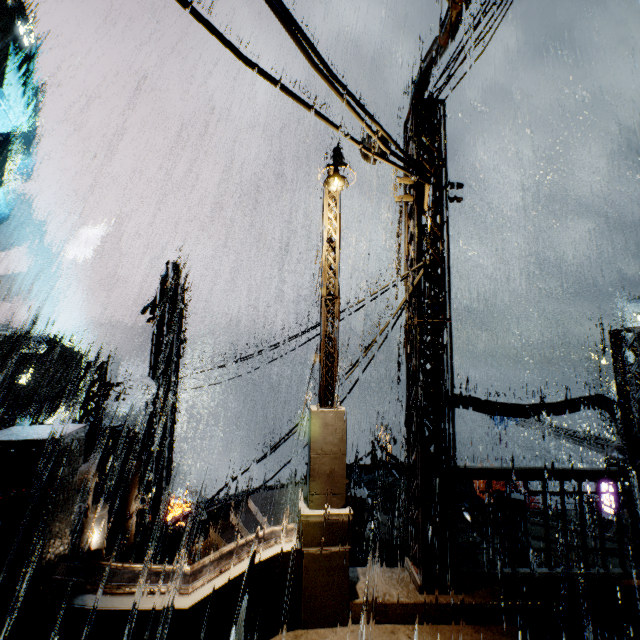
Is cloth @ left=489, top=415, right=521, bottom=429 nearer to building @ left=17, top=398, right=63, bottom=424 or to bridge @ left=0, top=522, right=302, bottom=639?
building @ left=17, top=398, right=63, bottom=424

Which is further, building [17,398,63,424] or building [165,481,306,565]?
building [17,398,63,424]

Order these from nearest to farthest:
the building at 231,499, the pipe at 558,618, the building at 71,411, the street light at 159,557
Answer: the pipe at 558,618, the street light at 159,557, the building at 231,499, the building at 71,411

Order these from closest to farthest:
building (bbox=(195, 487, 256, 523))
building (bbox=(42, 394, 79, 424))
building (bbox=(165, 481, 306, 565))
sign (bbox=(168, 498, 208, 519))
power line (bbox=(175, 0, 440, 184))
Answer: Result:
1. power line (bbox=(175, 0, 440, 184))
2. building (bbox=(165, 481, 306, 565))
3. building (bbox=(195, 487, 256, 523))
4. sign (bbox=(168, 498, 208, 519))
5. building (bbox=(42, 394, 79, 424))

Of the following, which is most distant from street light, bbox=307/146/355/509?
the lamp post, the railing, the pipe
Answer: the railing

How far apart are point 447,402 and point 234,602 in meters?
4.6 m

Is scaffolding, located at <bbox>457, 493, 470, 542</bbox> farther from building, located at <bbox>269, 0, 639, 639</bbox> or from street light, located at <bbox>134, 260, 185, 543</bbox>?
street light, located at <bbox>134, 260, 185, 543</bbox>

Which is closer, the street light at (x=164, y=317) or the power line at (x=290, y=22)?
the power line at (x=290, y=22)
